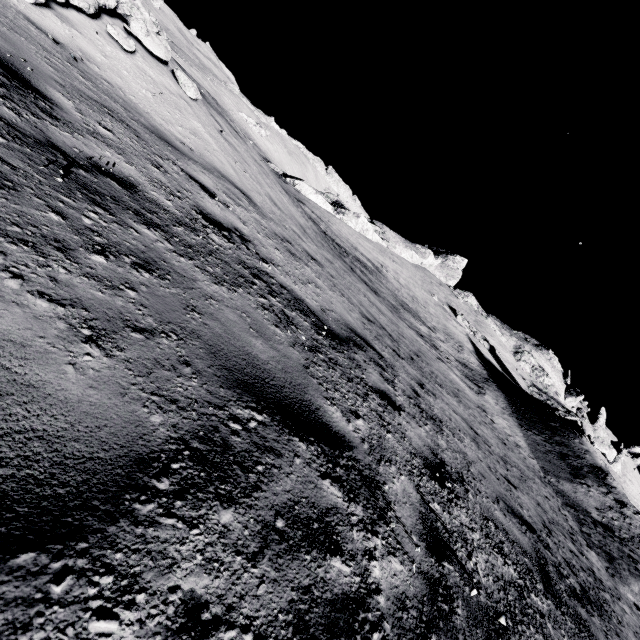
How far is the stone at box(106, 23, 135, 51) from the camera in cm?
606

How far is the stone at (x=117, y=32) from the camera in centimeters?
606cm

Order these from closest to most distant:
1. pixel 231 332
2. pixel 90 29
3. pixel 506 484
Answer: pixel 231 332 → pixel 90 29 → pixel 506 484

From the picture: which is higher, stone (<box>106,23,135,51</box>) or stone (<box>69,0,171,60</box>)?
stone (<box>69,0,171,60</box>)

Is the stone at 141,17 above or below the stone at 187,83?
above
